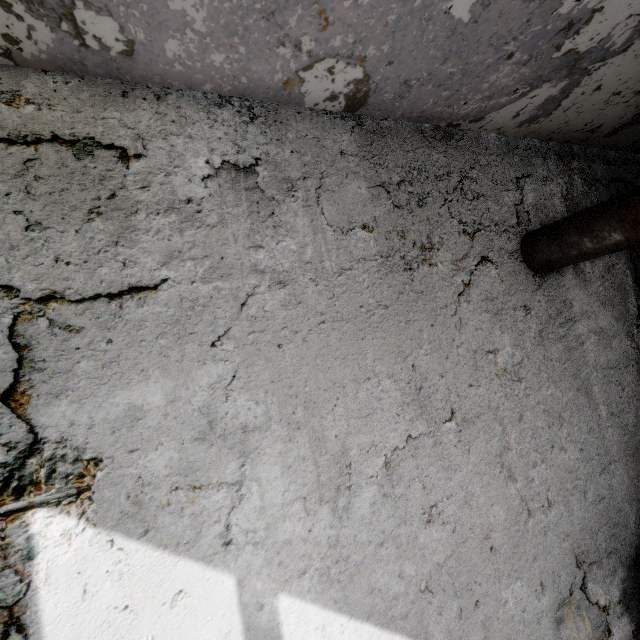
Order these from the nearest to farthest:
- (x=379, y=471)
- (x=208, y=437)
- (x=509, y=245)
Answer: (x=208, y=437) < (x=379, y=471) < (x=509, y=245)
